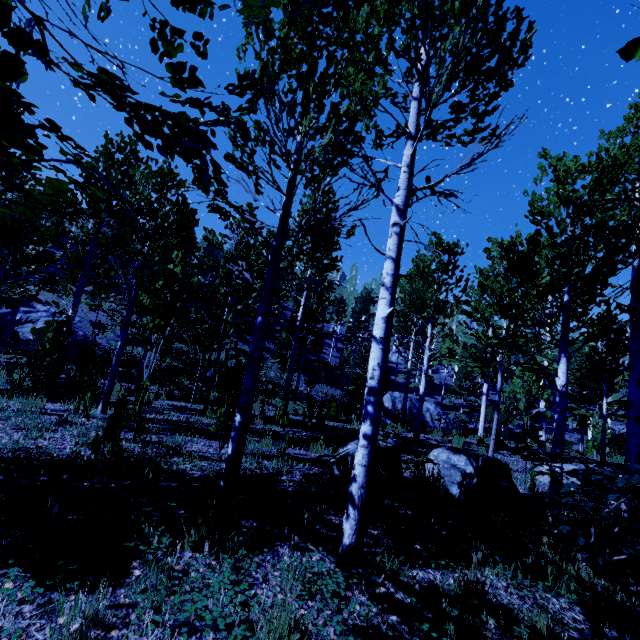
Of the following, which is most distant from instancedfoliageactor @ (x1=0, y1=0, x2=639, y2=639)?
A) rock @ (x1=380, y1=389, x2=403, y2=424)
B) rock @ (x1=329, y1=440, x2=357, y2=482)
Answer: rock @ (x1=380, y1=389, x2=403, y2=424)

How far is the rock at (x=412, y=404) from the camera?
22.6m

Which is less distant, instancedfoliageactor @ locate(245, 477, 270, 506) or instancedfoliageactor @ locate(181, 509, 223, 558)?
instancedfoliageactor @ locate(181, 509, 223, 558)

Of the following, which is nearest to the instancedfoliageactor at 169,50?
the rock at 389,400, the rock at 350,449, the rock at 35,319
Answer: the rock at 35,319

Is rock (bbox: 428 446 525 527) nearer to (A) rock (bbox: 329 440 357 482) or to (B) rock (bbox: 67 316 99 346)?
(A) rock (bbox: 329 440 357 482)

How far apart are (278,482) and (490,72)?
5.18m

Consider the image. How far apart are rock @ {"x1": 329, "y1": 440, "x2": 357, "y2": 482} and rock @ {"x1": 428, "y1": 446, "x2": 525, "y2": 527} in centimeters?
46cm

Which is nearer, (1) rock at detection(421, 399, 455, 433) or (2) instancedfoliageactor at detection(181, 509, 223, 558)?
(2) instancedfoliageactor at detection(181, 509, 223, 558)
